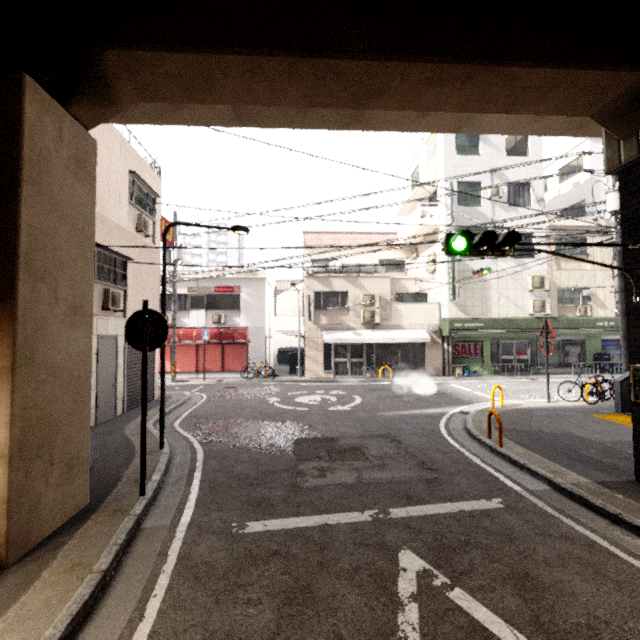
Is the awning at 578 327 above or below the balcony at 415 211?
below

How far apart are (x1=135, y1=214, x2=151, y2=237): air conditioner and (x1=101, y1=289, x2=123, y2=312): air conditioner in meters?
2.6 m

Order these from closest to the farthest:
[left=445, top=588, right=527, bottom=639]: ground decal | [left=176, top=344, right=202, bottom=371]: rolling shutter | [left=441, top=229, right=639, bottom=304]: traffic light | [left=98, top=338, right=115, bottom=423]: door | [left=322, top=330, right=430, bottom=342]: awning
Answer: [left=445, top=588, right=527, bottom=639]: ground decal < [left=441, top=229, right=639, bottom=304]: traffic light < [left=98, top=338, right=115, bottom=423]: door < [left=322, top=330, right=430, bottom=342]: awning < [left=176, top=344, right=202, bottom=371]: rolling shutter

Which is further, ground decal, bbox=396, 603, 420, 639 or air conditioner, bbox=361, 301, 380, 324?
air conditioner, bbox=361, 301, 380, 324

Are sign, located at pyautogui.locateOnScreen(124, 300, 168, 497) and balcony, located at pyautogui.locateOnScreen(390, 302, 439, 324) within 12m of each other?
no

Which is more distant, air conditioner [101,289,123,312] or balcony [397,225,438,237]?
balcony [397,225,438,237]

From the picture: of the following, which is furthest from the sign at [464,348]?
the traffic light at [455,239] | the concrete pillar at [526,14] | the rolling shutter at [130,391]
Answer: the rolling shutter at [130,391]

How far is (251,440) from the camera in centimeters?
782cm
